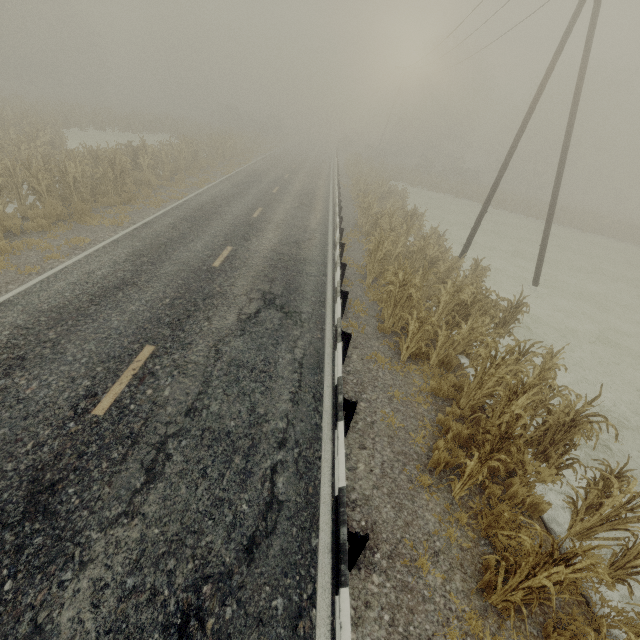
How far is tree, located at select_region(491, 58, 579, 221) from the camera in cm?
3444

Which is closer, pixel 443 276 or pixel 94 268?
pixel 94 268

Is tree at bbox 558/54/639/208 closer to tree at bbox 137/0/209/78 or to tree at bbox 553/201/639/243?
tree at bbox 553/201/639/243

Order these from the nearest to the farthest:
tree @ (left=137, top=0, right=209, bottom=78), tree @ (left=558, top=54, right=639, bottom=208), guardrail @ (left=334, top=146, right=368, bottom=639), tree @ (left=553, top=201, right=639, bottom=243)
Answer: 1. guardrail @ (left=334, top=146, right=368, bottom=639)
2. tree @ (left=553, top=201, right=639, bottom=243)
3. tree @ (left=558, top=54, right=639, bottom=208)
4. tree @ (left=137, top=0, right=209, bottom=78)

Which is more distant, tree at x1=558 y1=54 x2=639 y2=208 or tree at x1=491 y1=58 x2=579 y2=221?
tree at x1=558 y1=54 x2=639 y2=208

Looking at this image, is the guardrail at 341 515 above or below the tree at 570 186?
below

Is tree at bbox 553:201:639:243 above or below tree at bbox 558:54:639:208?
below

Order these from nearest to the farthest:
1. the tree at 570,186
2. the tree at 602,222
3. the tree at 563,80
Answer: the tree at 602,222 → the tree at 563,80 → the tree at 570,186
